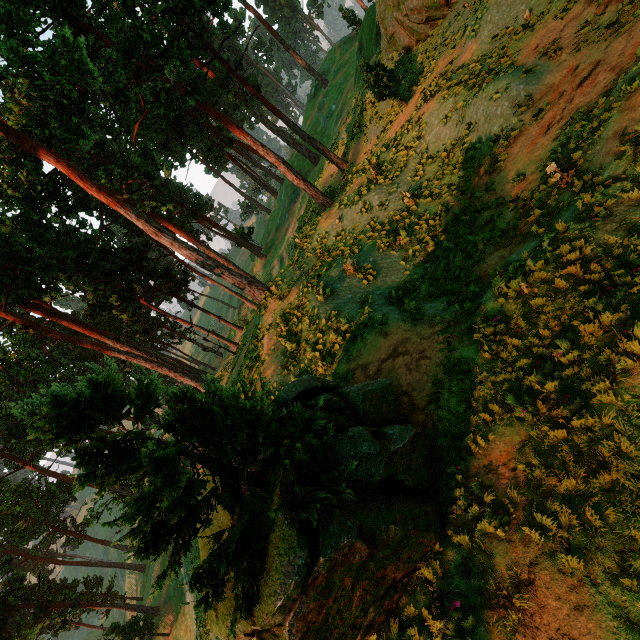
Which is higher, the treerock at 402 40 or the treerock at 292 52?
the treerock at 292 52

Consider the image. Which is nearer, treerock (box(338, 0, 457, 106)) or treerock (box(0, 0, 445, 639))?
treerock (box(0, 0, 445, 639))

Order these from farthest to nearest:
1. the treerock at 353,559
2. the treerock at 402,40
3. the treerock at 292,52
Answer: the treerock at 292,52
the treerock at 402,40
the treerock at 353,559

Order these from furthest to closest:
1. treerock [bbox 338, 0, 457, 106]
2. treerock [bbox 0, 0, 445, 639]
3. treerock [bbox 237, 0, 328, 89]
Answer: treerock [bbox 237, 0, 328, 89]
treerock [bbox 338, 0, 457, 106]
treerock [bbox 0, 0, 445, 639]

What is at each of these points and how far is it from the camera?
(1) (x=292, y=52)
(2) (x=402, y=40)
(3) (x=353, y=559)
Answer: (1) treerock, 45.4 meters
(2) treerock, 20.3 meters
(3) treerock, 4.6 meters

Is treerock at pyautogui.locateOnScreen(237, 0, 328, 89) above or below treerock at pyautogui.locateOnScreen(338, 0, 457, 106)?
above
